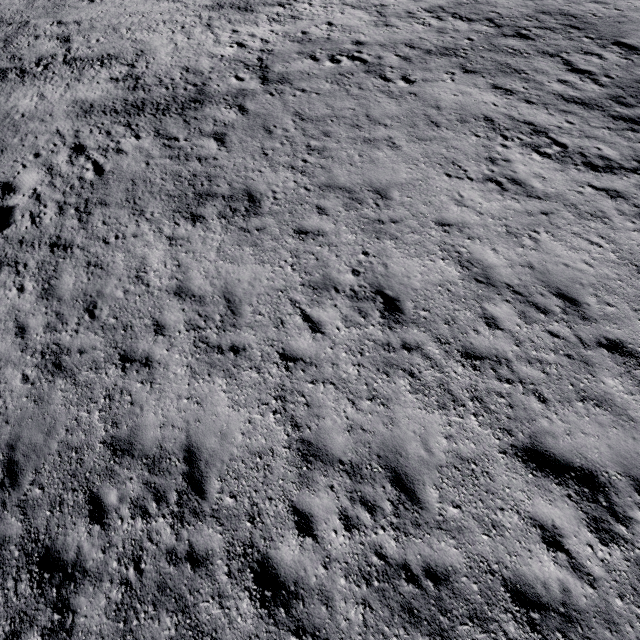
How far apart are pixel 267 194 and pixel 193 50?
13.5 meters
